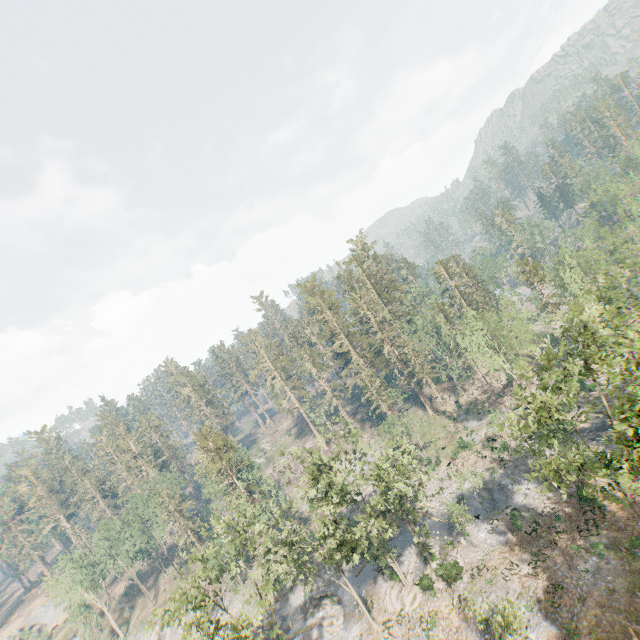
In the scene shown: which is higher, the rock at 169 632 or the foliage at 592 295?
the foliage at 592 295

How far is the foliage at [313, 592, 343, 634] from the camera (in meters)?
36.59

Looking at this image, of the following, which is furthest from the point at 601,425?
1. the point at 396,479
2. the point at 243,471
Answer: the point at 243,471

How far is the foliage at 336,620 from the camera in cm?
3659

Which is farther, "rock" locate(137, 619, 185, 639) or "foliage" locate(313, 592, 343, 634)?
"rock" locate(137, 619, 185, 639)

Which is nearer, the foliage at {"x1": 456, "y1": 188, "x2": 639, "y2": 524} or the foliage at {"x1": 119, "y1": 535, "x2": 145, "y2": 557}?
the foliage at {"x1": 456, "y1": 188, "x2": 639, "y2": 524}

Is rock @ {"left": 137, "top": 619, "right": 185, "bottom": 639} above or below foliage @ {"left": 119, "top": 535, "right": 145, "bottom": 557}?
below
